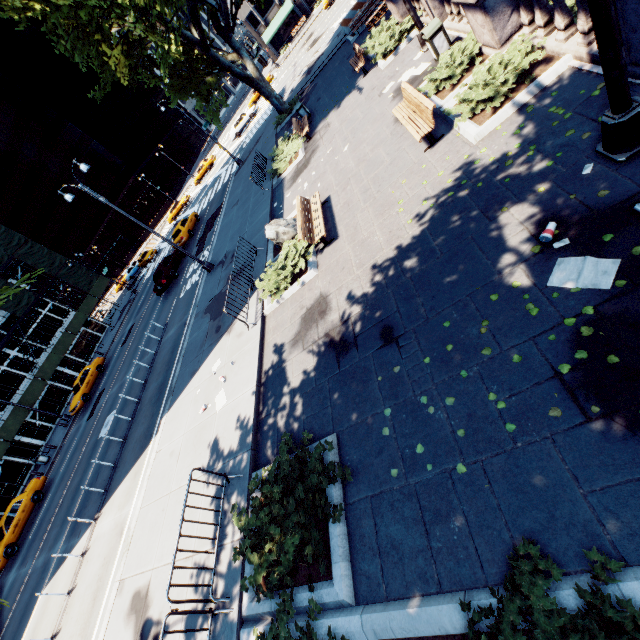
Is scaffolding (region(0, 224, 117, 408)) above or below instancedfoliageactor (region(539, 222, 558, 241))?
above

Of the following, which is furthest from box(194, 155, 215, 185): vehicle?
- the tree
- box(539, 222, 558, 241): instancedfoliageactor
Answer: box(539, 222, 558, 241): instancedfoliageactor

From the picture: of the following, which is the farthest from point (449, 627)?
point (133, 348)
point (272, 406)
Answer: point (133, 348)

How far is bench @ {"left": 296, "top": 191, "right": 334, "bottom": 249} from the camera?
9.8 meters

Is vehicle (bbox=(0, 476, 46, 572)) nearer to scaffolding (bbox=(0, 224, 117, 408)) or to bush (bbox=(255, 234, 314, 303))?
scaffolding (bbox=(0, 224, 117, 408))

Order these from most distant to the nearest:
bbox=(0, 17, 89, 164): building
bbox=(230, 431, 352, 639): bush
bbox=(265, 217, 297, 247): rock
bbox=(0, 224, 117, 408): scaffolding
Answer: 1. bbox=(0, 17, 89, 164): building
2. bbox=(0, 224, 117, 408): scaffolding
3. bbox=(265, 217, 297, 247): rock
4. bbox=(230, 431, 352, 639): bush

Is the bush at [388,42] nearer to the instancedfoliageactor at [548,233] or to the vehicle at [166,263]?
the instancedfoliageactor at [548,233]

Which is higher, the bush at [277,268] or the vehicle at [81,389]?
the vehicle at [81,389]
